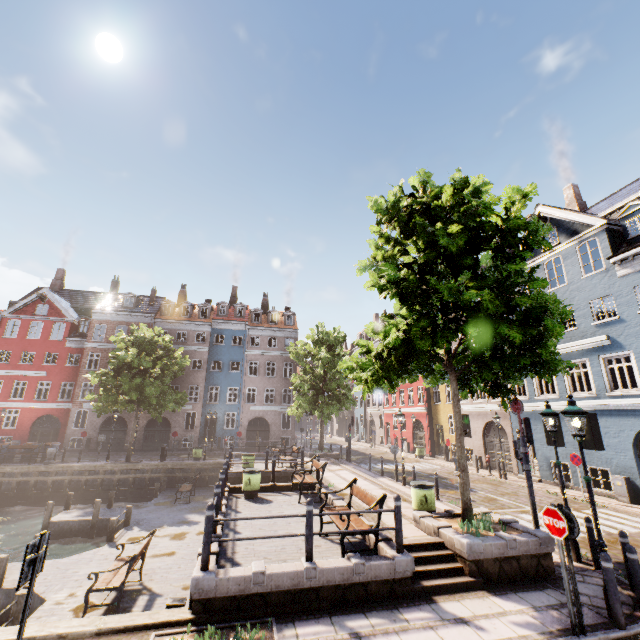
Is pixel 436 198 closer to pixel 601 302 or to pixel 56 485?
pixel 601 302

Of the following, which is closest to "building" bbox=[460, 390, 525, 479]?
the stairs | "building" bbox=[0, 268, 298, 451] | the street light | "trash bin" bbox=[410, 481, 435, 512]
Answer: the street light

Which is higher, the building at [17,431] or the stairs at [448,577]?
the building at [17,431]

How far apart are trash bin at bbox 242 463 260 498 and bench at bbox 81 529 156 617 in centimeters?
309cm

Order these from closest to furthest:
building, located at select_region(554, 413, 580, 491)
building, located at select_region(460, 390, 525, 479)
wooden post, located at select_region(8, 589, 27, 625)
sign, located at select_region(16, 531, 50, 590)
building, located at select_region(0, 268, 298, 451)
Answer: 1. sign, located at select_region(16, 531, 50, 590)
2. wooden post, located at select_region(8, 589, 27, 625)
3. building, located at select_region(554, 413, 580, 491)
4. building, located at select_region(460, 390, 525, 479)
5. building, located at select_region(0, 268, 298, 451)

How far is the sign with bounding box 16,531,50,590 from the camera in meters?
3.9 m

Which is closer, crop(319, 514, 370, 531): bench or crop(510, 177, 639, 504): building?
crop(319, 514, 370, 531): bench

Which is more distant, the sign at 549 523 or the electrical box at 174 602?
the electrical box at 174 602
